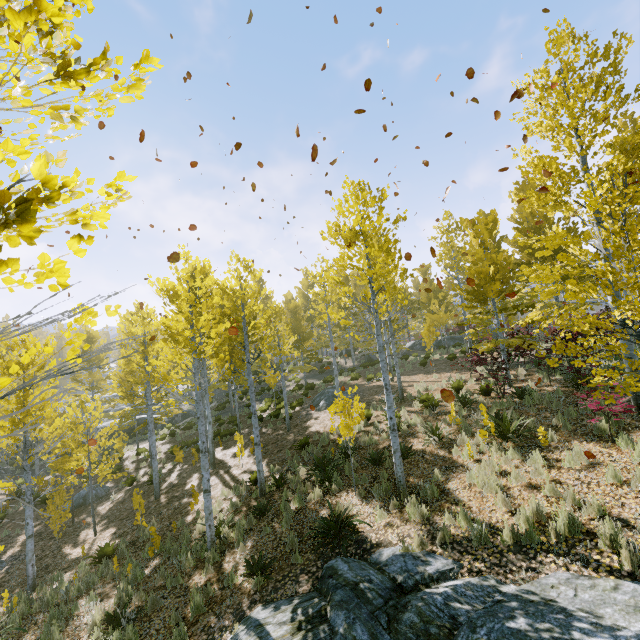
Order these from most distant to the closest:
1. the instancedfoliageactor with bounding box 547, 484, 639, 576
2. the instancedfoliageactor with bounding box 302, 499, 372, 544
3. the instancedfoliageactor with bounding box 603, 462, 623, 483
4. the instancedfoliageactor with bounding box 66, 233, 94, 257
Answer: the instancedfoliageactor with bounding box 302, 499, 372, 544, the instancedfoliageactor with bounding box 603, 462, 623, 483, the instancedfoliageactor with bounding box 547, 484, 639, 576, the instancedfoliageactor with bounding box 66, 233, 94, 257

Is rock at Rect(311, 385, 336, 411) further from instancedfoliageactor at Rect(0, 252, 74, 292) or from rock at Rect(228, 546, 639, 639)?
rock at Rect(228, 546, 639, 639)

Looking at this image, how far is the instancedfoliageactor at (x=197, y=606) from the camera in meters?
6.4 m

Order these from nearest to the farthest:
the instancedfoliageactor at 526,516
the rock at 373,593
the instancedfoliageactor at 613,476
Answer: the rock at 373,593
the instancedfoliageactor at 526,516
the instancedfoliageactor at 613,476

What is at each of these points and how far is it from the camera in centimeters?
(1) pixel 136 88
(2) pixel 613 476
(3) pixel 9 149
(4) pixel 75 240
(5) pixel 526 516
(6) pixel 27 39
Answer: (1) instancedfoliageactor, 153cm
(2) instancedfoliageactor, 584cm
(3) instancedfoliageactor, 118cm
(4) instancedfoliageactor, 140cm
(5) instancedfoliageactor, 557cm
(6) instancedfoliageactor, 116cm

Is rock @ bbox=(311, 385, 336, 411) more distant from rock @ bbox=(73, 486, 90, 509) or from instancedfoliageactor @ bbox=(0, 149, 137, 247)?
rock @ bbox=(73, 486, 90, 509)

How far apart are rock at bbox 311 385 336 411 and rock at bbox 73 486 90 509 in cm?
1157
